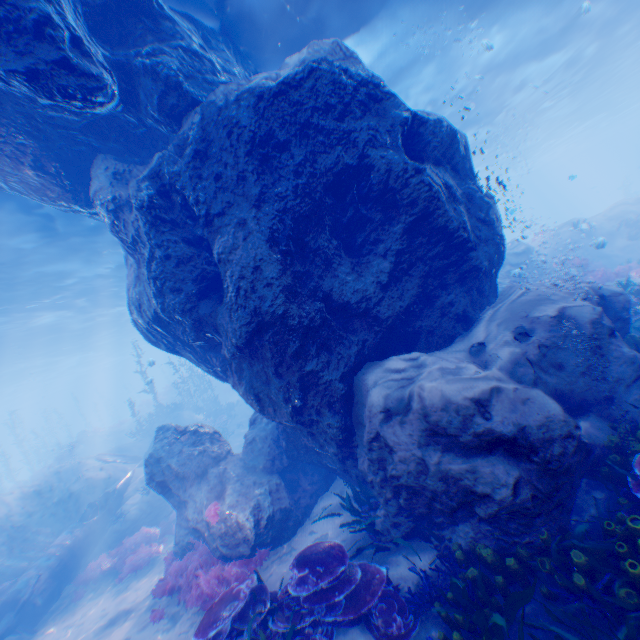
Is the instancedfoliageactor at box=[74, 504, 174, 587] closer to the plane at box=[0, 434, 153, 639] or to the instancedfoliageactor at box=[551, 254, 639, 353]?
the plane at box=[0, 434, 153, 639]

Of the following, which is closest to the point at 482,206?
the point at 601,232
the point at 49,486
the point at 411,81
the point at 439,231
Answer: the point at 439,231

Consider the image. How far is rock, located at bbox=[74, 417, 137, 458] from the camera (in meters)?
30.58

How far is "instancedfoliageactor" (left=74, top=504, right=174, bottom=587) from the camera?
11.1m

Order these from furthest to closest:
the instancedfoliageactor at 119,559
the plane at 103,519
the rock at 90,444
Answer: the rock at 90,444 < the instancedfoliageactor at 119,559 < the plane at 103,519

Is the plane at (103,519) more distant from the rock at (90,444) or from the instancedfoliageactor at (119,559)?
the rock at (90,444)

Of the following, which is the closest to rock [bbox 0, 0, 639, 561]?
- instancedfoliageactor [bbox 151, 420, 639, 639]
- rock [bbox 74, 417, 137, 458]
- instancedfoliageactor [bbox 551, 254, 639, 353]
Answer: instancedfoliageactor [bbox 551, 254, 639, 353]

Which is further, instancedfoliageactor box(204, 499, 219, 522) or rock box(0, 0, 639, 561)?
instancedfoliageactor box(204, 499, 219, 522)
